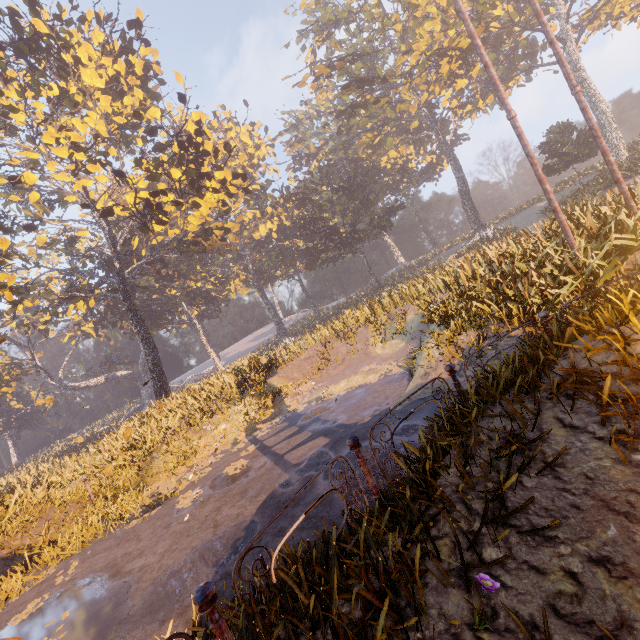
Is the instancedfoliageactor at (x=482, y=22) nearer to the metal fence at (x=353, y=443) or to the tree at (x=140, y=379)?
the metal fence at (x=353, y=443)

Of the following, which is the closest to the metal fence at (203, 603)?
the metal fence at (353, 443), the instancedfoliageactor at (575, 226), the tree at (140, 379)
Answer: the metal fence at (353, 443)

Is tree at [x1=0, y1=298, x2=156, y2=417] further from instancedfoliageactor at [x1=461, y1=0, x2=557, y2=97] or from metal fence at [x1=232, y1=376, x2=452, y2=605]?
metal fence at [x1=232, y1=376, x2=452, y2=605]

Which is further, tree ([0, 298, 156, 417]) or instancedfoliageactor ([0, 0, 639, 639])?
tree ([0, 298, 156, 417])

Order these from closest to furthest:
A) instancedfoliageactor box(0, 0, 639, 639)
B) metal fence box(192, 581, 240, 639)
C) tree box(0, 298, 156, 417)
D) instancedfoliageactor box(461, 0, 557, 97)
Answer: metal fence box(192, 581, 240, 639), instancedfoliageactor box(0, 0, 639, 639), instancedfoliageactor box(461, 0, 557, 97), tree box(0, 298, 156, 417)

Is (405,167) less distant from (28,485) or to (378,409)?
(378,409)

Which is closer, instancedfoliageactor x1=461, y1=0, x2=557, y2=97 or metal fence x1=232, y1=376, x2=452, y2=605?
metal fence x1=232, y1=376, x2=452, y2=605

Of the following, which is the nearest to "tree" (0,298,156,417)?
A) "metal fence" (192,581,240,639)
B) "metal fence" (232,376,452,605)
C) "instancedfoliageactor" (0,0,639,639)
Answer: "instancedfoliageactor" (0,0,639,639)
